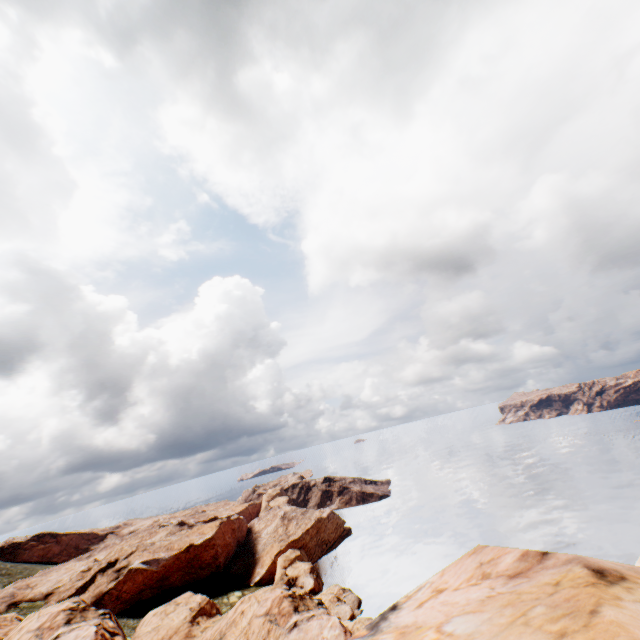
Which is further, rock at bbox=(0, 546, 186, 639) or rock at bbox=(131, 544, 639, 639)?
rock at bbox=(0, 546, 186, 639)

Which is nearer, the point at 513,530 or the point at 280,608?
the point at 280,608

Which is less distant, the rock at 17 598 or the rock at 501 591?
the rock at 501 591
